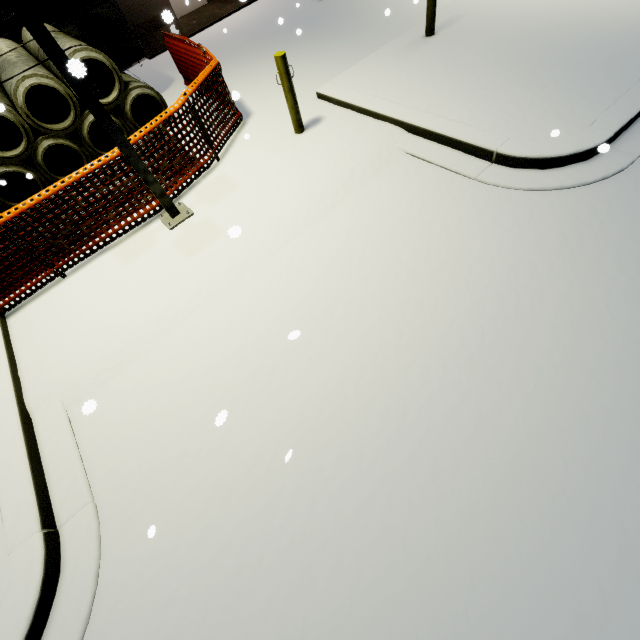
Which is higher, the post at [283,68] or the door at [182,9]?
the post at [283,68]

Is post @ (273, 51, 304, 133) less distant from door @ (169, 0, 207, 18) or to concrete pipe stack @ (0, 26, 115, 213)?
concrete pipe stack @ (0, 26, 115, 213)

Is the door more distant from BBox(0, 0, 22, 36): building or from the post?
the post

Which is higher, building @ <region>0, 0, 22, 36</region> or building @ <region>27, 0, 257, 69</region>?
building @ <region>0, 0, 22, 36</region>

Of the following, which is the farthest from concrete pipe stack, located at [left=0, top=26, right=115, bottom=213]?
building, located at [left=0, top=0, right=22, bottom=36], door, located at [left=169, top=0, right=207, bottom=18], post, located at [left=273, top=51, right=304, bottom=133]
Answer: post, located at [left=273, top=51, right=304, bottom=133]

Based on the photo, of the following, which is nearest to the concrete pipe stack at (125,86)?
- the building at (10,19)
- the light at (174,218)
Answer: the building at (10,19)

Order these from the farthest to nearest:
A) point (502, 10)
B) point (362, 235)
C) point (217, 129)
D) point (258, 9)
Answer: point (258, 9) → point (502, 10) → point (217, 129) → point (362, 235)

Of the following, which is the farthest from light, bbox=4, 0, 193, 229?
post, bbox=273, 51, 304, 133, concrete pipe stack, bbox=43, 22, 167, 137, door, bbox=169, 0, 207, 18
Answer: door, bbox=169, 0, 207, 18
